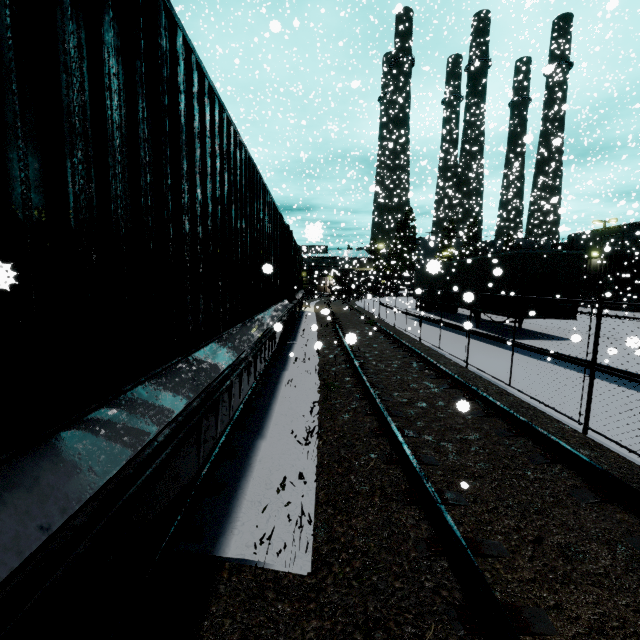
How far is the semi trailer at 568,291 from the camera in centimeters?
1296cm

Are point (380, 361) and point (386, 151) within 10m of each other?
no

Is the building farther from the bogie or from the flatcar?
the bogie

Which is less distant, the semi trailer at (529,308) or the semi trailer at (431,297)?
the semi trailer at (529,308)

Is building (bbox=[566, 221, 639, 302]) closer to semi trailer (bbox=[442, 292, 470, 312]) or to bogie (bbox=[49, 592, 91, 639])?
semi trailer (bbox=[442, 292, 470, 312])

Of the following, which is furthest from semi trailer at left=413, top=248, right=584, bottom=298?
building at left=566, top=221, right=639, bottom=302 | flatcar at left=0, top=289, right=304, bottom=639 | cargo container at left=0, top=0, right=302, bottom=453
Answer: flatcar at left=0, top=289, right=304, bottom=639

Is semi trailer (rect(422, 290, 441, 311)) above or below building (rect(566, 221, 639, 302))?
below

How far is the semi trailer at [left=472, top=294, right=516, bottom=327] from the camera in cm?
A: 1342
